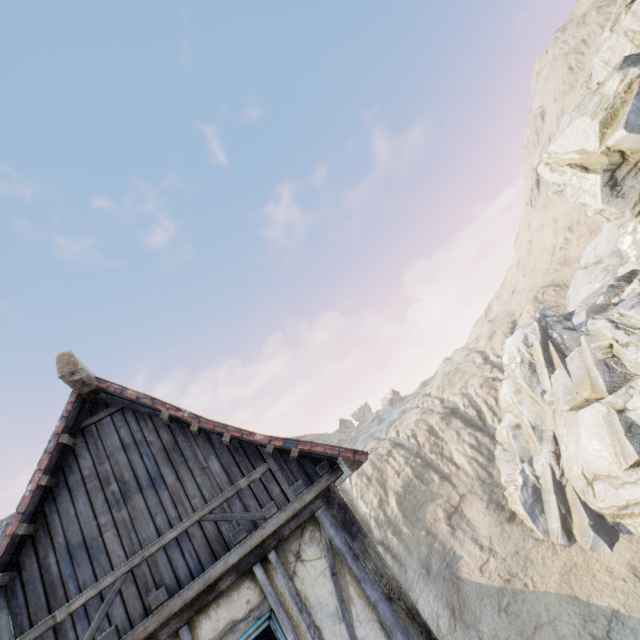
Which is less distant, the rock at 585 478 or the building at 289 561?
the building at 289 561

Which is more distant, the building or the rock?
the rock

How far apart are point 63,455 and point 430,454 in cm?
3755
